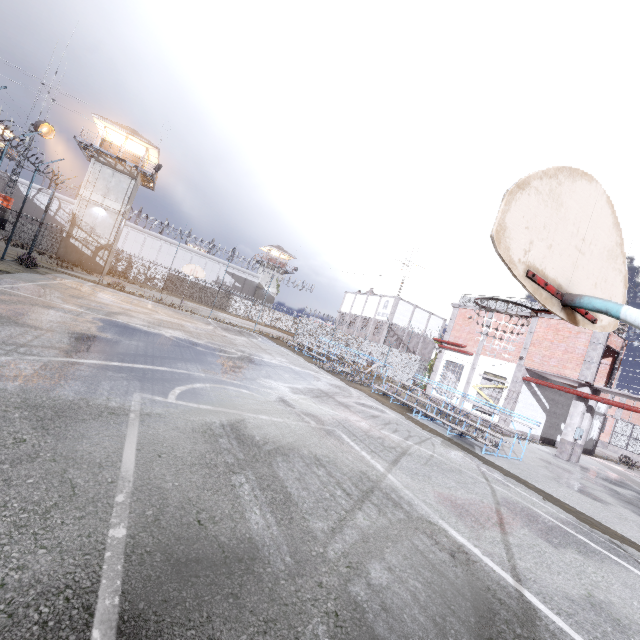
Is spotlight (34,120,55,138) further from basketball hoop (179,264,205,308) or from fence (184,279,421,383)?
basketball hoop (179,264,205,308)

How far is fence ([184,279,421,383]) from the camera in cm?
2864

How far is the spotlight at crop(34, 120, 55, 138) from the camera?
20.97m

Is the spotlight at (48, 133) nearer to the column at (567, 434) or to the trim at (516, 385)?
the trim at (516, 385)

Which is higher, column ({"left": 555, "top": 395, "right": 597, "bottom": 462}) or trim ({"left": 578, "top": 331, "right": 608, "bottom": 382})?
trim ({"left": 578, "top": 331, "right": 608, "bottom": 382})

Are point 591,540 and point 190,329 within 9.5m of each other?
no

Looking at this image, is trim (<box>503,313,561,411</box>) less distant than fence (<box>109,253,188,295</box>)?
Yes

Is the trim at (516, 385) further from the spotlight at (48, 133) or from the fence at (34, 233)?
the spotlight at (48, 133)
